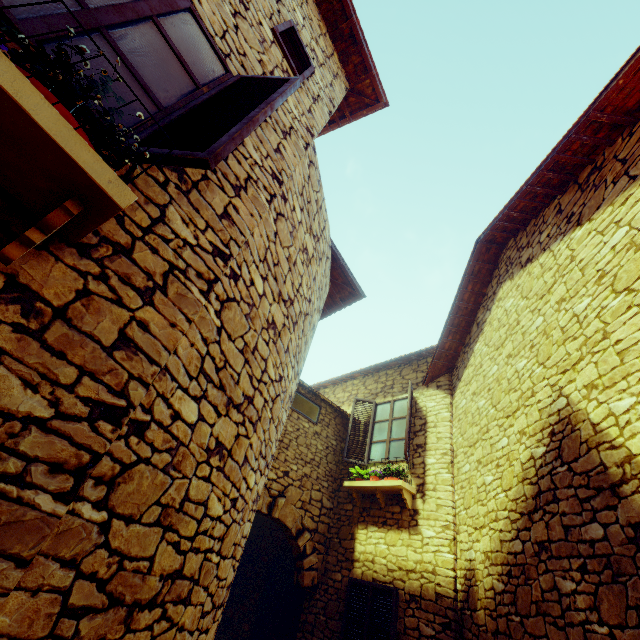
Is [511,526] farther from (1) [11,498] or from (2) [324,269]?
(1) [11,498]

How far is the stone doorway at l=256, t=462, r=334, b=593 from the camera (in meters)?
6.38

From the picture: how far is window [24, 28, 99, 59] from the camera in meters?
1.5

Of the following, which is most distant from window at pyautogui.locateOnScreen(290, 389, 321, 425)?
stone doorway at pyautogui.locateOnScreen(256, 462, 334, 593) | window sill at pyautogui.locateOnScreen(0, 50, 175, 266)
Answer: stone doorway at pyautogui.locateOnScreen(256, 462, 334, 593)

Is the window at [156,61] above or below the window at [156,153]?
above

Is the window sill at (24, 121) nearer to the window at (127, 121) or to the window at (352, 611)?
the window at (127, 121)

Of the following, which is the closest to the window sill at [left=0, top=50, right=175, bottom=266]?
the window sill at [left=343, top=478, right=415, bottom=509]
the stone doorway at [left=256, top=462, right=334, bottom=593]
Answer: the stone doorway at [left=256, top=462, right=334, bottom=593]
